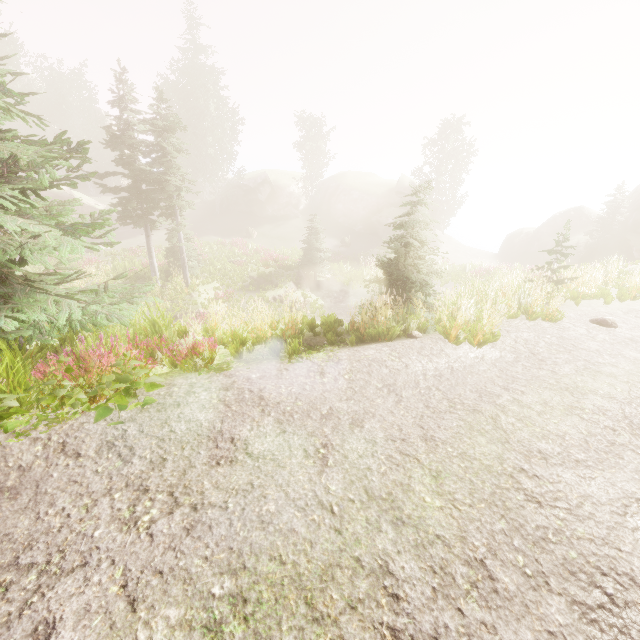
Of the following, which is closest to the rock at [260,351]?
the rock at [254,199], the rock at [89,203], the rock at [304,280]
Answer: the rock at [304,280]

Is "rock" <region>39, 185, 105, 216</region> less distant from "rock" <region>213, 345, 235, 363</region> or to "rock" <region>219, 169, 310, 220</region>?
"rock" <region>219, 169, 310, 220</region>

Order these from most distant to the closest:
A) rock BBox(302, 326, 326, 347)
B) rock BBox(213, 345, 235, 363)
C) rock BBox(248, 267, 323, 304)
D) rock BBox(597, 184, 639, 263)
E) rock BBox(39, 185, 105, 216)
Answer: rock BBox(39, 185, 105, 216) < rock BBox(597, 184, 639, 263) < rock BBox(248, 267, 323, 304) < rock BBox(302, 326, 326, 347) < rock BBox(213, 345, 235, 363)

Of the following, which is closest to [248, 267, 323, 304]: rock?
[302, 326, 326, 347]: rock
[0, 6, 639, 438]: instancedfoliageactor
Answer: [0, 6, 639, 438]: instancedfoliageactor

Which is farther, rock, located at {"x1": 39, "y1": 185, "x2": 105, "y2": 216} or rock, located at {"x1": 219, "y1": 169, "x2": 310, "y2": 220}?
rock, located at {"x1": 219, "y1": 169, "x2": 310, "y2": 220}

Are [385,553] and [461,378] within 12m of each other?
yes

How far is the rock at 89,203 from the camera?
35.6 meters

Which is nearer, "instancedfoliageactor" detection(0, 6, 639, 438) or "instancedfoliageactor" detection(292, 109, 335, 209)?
"instancedfoliageactor" detection(0, 6, 639, 438)
